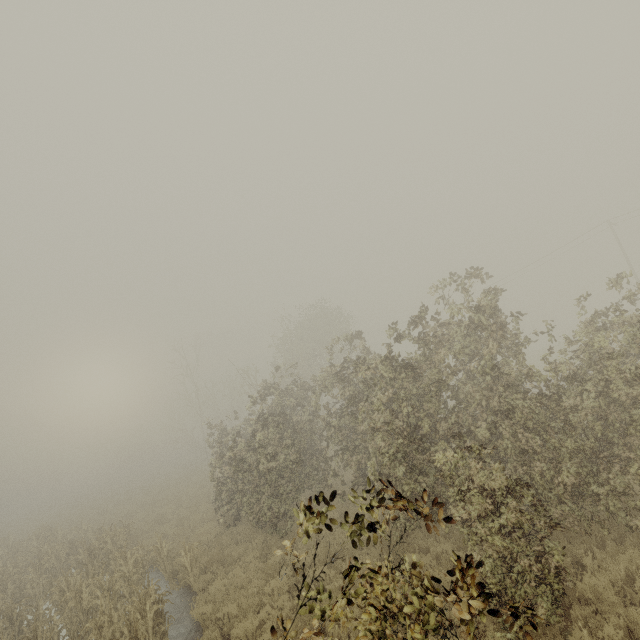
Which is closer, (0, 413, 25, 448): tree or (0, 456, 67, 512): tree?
(0, 456, 67, 512): tree

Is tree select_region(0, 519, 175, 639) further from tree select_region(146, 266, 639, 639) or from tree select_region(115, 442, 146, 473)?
tree select_region(115, 442, 146, 473)

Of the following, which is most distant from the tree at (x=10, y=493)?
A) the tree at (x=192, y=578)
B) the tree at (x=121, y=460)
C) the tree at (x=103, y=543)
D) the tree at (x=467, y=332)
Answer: the tree at (x=192, y=578)

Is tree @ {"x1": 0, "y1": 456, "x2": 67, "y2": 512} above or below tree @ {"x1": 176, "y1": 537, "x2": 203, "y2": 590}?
above

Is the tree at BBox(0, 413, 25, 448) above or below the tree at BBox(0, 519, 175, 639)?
above

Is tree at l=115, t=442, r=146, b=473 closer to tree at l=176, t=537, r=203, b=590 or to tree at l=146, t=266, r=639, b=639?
tree at l=146, t=266, r=639, b=639

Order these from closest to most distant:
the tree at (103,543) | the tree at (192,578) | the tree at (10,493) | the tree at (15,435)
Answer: the tree at (103,543) → the tree at (192,578) → the tree at (10,493) → the tree at (15,435)

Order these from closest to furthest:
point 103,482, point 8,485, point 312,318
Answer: point 312,318, point 8,485, point 103,482
